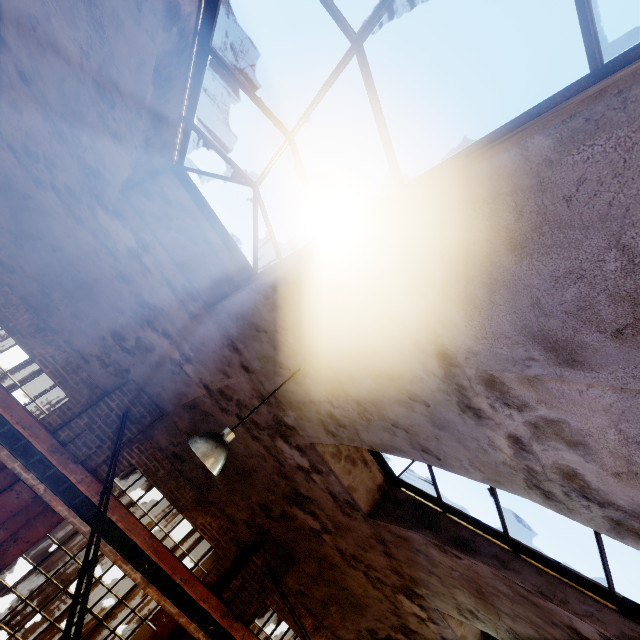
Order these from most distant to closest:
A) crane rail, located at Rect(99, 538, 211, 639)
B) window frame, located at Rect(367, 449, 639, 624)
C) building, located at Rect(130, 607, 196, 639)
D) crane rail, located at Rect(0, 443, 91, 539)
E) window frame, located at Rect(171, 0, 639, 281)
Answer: building, located at Rect(130, 607, 196, 639), crane rail, located at Rect(99, 538, 211, 639), crane rail, located at Rect(0, 443, 91, 539), window frame, located at Rect(367, 449, 639, 624), window frame, located at Rect(171, 0, 639, 281)

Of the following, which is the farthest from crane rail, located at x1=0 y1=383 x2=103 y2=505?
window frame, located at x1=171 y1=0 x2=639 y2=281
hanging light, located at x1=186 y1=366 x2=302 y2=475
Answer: window frame, located at x1=171 y1=0 x2=639 y2=281

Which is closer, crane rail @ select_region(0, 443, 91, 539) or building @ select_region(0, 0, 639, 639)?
building @ select_region(0, 0, 639, 639)

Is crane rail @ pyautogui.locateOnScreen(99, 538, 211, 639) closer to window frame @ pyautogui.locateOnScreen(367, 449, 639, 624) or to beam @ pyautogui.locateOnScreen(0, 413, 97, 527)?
beam @ pyautogui.locateOnScreen(0, 413, 97, 527)

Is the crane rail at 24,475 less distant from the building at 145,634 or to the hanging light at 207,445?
the building at 145,634

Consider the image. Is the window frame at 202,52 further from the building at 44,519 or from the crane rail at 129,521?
the crane rail at 129,521

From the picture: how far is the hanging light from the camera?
3.6 meters

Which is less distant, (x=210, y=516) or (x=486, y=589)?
(x=486, y=589)
